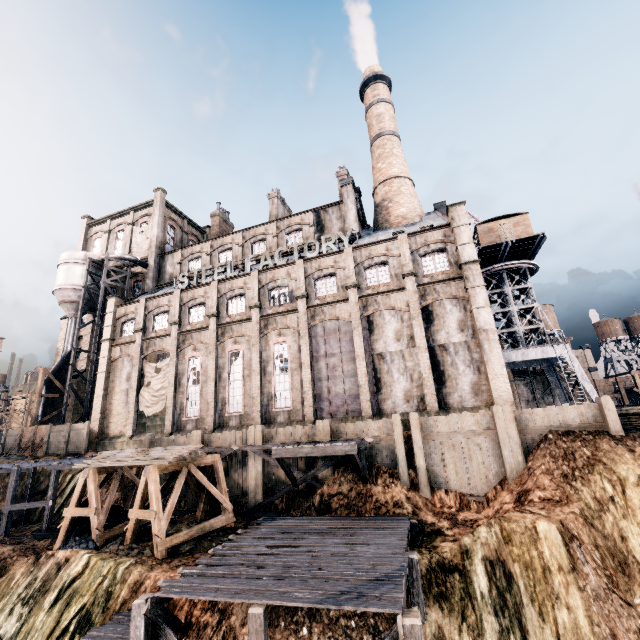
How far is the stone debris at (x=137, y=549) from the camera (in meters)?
15.25

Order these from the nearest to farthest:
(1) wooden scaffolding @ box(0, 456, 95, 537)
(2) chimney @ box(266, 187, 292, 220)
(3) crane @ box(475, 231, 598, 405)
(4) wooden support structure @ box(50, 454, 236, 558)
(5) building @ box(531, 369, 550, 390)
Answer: (4) wooden support structure @ box(50, 454, 236, 558) → (1) wooden scaffolding @ box(0, 456, 95, 537) → (3) crane @ box(475, 231, 598, 405) → (2) chimney @ box(266, 187, 292, 220) → (5) building @ box(531, 369, 550, 390)

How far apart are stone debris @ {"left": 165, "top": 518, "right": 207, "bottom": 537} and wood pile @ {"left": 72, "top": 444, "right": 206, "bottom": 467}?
3.50m

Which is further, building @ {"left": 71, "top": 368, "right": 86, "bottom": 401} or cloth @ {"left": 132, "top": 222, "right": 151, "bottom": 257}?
cloth @ {"left": 132, "top": 222, "right": 151, "bottom": 257}

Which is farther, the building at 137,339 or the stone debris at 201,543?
the building at 137,339

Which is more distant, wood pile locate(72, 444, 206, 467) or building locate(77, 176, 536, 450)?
building locate(77, 176, 536, 450)

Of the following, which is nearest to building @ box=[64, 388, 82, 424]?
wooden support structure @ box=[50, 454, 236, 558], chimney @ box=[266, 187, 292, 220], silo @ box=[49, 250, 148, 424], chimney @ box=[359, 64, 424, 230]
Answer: silo @ box=[49, 250, 148, 424]

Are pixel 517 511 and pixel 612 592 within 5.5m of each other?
yes
